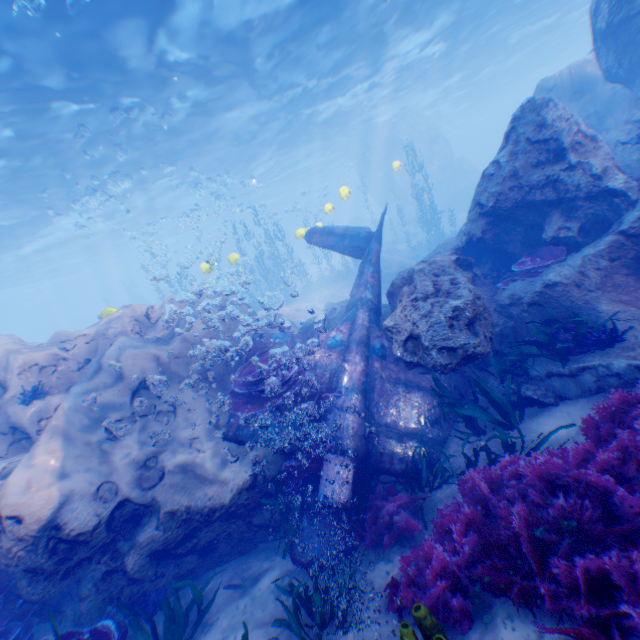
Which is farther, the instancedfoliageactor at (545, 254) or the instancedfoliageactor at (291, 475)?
the instancedfoliageactor at (545, 254)

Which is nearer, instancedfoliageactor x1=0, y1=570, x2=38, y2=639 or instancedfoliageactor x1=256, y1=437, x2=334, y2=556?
instancedfoliageactor x1=0, y1=570, x2=38, y2=639

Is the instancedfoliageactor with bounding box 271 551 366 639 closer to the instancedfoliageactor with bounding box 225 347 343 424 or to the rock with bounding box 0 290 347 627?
the instancedfoliageactor with bounding box 225 347 343 424

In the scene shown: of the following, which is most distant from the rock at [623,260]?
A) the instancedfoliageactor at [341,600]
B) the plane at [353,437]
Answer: the instancedfoliageactor at [341,600]

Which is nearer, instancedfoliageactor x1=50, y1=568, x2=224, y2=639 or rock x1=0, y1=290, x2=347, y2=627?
instancedfoliageactor x1=50, y1=568, x2=224, y2=639

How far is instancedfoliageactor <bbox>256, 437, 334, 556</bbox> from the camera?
5.5m

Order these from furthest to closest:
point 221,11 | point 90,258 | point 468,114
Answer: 1. point 468,114
2. point 90,258
3. point 221,11

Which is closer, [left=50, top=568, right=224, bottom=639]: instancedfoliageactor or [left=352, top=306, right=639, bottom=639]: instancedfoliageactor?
[left=352, top=306, right=639, bottom=639]: instancedfoliageactor
